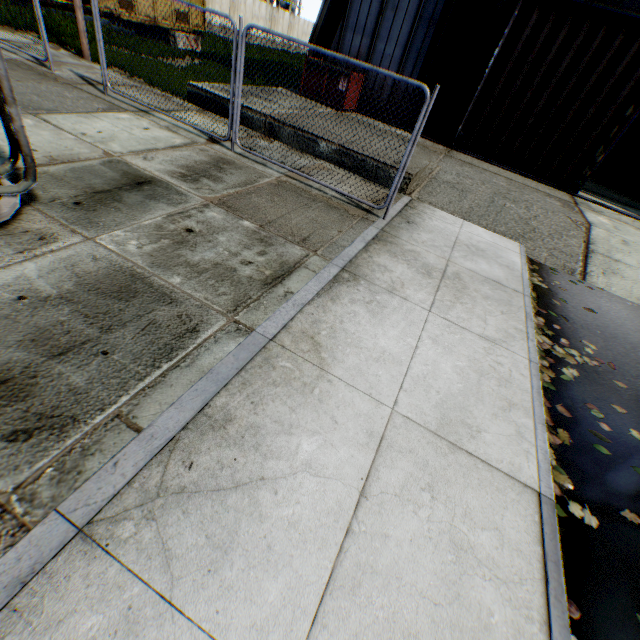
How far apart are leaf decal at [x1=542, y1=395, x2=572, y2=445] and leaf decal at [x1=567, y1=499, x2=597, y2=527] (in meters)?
0.12

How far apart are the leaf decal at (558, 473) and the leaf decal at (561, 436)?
0.12m

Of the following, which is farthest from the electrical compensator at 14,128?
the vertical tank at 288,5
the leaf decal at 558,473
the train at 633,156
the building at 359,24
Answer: the vertical tank at 288,5

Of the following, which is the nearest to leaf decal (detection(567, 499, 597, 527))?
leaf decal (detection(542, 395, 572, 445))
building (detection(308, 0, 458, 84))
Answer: leaf decal (detection(542, 395, 572, 445))

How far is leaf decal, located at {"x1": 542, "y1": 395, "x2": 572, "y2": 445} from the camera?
3.38m

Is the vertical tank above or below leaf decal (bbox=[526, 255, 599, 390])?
above

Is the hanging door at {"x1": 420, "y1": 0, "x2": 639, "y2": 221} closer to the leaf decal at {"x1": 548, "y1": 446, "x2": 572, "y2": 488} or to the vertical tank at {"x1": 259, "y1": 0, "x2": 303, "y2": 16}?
the leaf decal at {"x1": 548, "y1": 446, "x2": 572, "y2": 488}

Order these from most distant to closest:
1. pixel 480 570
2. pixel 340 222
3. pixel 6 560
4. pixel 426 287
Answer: pixel 340 222 → pixel 426 287 → pixel 480 570 → pixel 6 560
